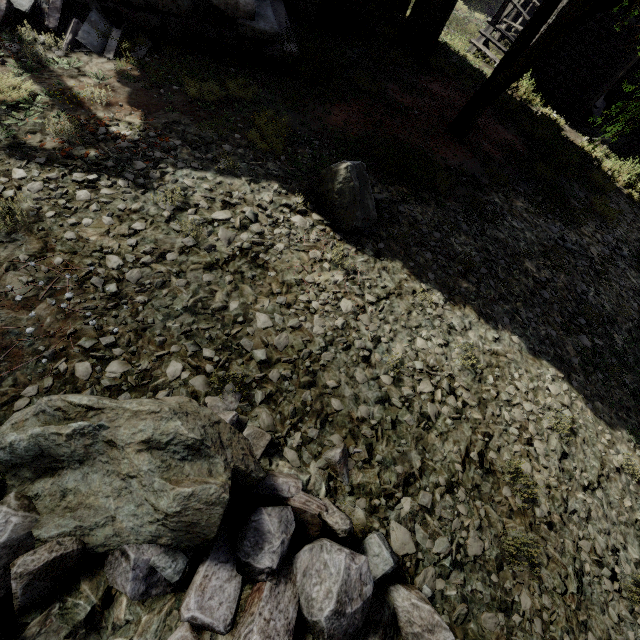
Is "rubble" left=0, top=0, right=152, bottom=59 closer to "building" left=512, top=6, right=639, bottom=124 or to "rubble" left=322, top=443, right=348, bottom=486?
"building" left=512, top=6, right=639, bottom=124

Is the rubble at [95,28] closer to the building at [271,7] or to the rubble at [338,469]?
the building at [271,7]

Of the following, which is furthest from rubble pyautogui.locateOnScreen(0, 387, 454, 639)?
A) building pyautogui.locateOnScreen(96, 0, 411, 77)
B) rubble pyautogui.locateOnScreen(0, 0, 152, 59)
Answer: rubble pyautogui.locateOnScreen(0, 0, 152, 59)

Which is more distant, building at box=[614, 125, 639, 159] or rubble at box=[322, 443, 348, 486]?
building at box=[614, 125, 639, 159]

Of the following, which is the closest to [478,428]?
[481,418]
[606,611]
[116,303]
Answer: [481,418]

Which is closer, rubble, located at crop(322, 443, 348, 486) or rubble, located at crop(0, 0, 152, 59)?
rubble, located at crop(322, 443, 348, 486)
